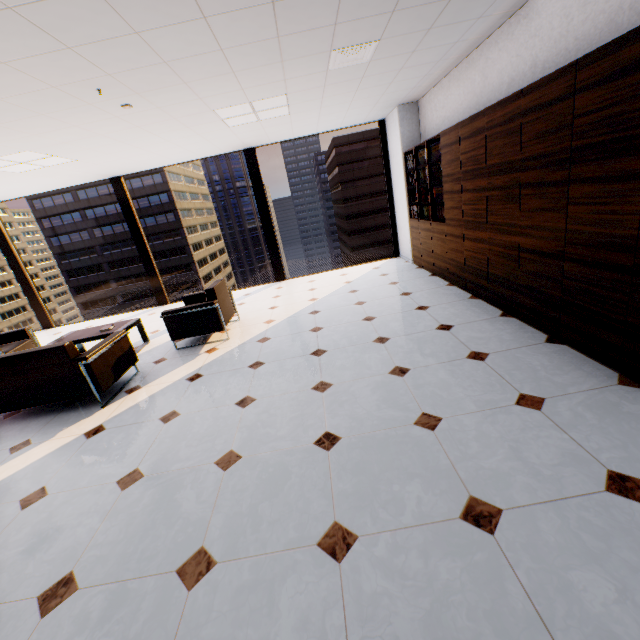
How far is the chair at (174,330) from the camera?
4.54m

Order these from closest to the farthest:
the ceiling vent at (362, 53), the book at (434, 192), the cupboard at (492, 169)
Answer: the cupboard at (492, 169) → the ceiling vent at (362, 53) → the book at (434, 192)

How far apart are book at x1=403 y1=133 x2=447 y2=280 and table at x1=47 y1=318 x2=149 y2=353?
5.1m

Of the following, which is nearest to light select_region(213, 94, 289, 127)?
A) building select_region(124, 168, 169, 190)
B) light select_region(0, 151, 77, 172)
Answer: light select_region(0, 151, 77, 172)

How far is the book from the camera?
5.1 meters

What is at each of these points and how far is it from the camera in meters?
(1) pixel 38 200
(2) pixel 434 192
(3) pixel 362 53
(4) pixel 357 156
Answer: (1) building, 59.8
(2) book, 5.3
(3) ceiling vent, 3.4
(4) building, 58.0

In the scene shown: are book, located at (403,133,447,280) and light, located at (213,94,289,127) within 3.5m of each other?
yes

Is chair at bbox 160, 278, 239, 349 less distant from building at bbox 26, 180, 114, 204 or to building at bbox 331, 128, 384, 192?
building at bbox 331, 128, 384, 192
